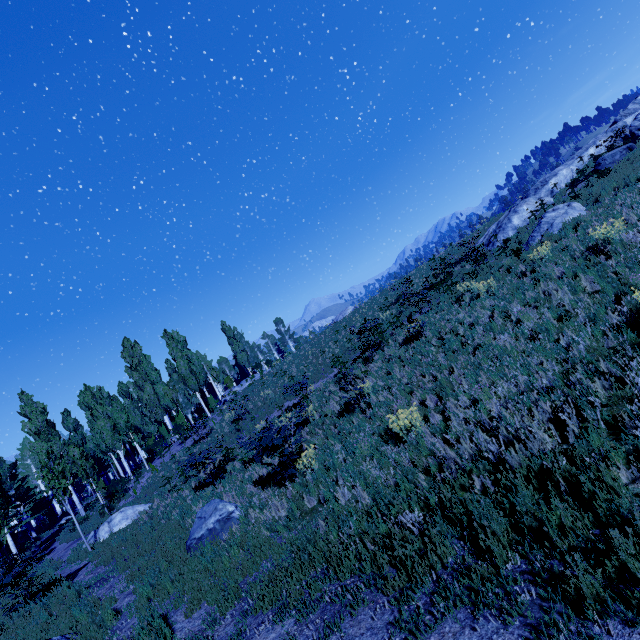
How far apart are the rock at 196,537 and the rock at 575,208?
15.42m

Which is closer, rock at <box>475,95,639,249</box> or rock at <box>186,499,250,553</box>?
rock at <box>186,499,250,553</box>

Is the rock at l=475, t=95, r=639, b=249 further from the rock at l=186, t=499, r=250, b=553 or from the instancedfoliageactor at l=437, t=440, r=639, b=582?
the rock at l=186, t=499, r=250, b=553

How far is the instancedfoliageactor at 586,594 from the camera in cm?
294

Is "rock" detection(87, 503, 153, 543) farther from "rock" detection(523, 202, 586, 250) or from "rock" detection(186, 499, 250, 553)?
"rock" detection(523, 202, 586, 250)

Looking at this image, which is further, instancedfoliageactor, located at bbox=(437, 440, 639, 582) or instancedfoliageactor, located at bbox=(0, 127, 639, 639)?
instancedfoliageactor, located at bbox=(0, 127, 639, 639)

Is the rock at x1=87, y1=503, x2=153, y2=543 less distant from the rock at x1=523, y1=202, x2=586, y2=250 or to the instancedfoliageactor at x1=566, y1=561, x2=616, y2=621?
the instancedfoliageactor at x1=566, y1=561, x2=616, y2=621

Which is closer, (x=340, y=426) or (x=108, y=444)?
(x=340, y=426)
